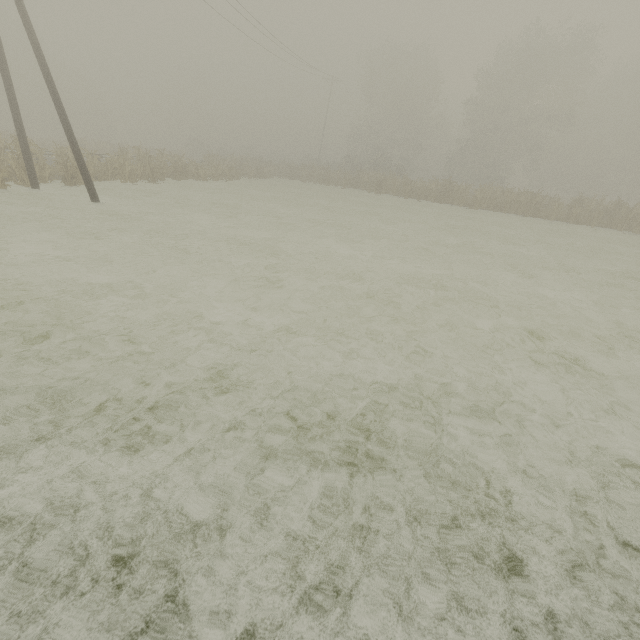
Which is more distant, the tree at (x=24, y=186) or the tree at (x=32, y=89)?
the tree at (x=32, y=89)

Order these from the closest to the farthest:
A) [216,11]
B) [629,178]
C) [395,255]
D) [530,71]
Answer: [395,255] → [216,11] → [530,71] → [629,178]

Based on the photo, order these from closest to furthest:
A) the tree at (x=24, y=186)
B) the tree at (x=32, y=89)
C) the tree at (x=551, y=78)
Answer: the tree at (x=24, y=186)
the tree at (x=32, y=89)
the tree at (x=551, y=78)

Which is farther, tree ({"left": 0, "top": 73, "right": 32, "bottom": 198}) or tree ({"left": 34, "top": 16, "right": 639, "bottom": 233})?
tree ({"left": 34, "top": 16, "right": 639, "bottom": 233})

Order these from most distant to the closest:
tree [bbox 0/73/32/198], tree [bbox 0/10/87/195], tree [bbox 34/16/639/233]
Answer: tree [bbox 34/16/639/233], tree [bbox 0/10/87/195], tree [bbox 0/73/32/198]
